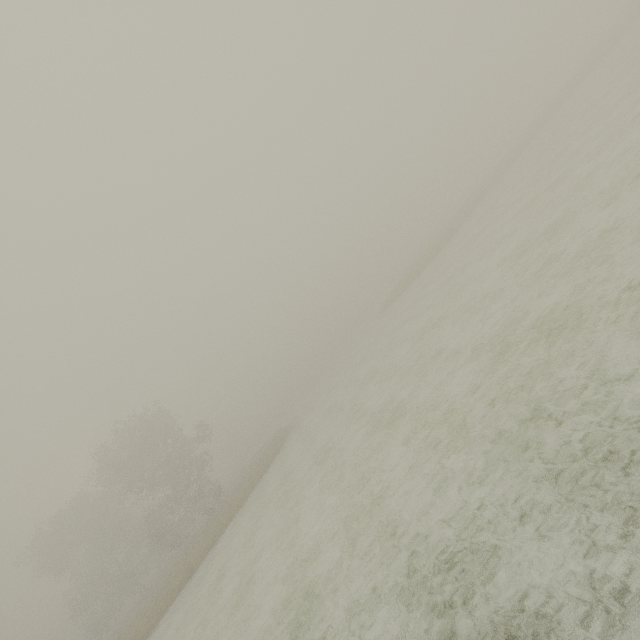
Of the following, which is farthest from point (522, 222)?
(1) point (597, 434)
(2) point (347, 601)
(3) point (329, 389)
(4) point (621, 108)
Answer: (3) point (329, 389)
